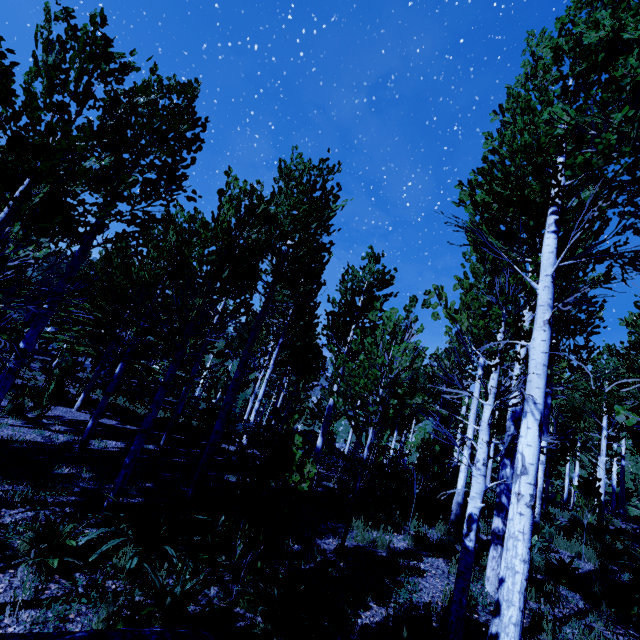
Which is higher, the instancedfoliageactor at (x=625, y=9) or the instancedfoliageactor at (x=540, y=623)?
the instancedfoliageactor at (x=625, y=9)

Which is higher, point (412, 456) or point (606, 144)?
point (606, 144)

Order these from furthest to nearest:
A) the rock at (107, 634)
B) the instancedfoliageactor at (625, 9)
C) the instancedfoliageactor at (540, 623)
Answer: the instancedfoliageactor at (540, 623), the instancedfoliageactor at (625, 9), the rock at (107, 634)

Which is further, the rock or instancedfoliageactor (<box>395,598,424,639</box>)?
instancedfoliageactor (<box>395,598,424,639</box>)

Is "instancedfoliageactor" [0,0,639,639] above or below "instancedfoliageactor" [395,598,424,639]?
above

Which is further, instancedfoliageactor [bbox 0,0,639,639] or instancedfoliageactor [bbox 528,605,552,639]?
instancedfoliageactor [bbox 528,605,552,639]
